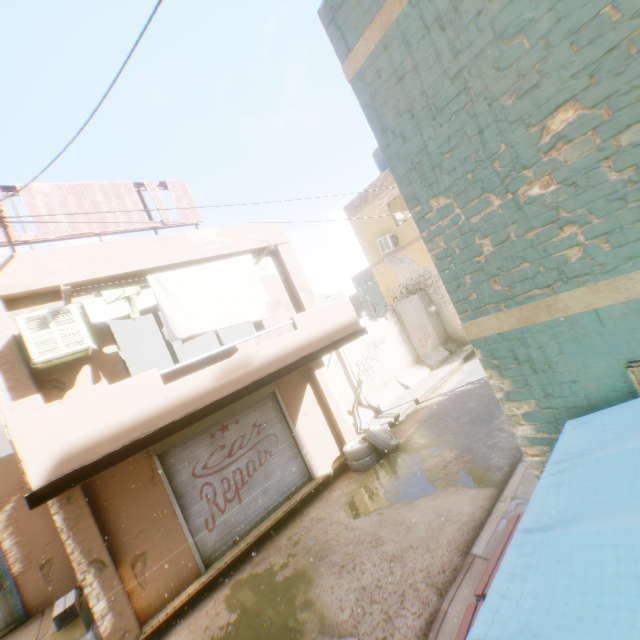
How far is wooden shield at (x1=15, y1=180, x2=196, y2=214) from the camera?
6.2 meters

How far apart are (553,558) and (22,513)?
12.54m

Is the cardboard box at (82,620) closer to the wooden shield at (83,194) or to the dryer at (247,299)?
the wooden shield at (83,194)

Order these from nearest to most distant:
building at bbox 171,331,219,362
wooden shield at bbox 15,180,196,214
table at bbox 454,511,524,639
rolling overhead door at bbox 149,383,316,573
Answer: table at bbox 454,511,524,639 < wooden shield at bbox 15,180,196,214 < rolling overhead door at bbox 149,383,316,573 < building at bbox 171,331,219,362

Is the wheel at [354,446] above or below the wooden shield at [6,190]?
below

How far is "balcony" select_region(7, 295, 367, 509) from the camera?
4.27m

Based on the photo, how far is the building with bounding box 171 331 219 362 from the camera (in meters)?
15.69

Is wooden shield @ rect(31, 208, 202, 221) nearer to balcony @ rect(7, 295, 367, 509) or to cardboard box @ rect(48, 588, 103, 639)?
balcony @ rect(7, 295, 367, 509)
